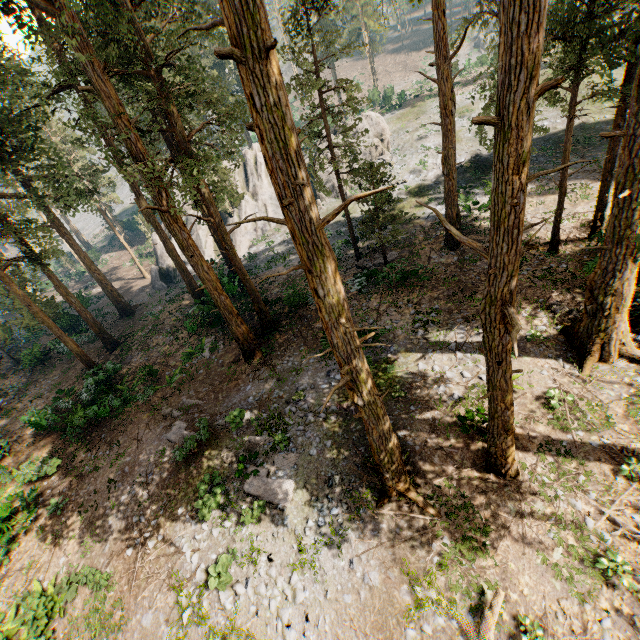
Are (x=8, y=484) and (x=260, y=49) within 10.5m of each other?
no

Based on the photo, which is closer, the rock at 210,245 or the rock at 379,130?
the rock at 210,245

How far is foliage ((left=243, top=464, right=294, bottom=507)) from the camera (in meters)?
11.65

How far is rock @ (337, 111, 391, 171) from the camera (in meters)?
37.81

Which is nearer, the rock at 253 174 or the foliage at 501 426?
the foliage at 501 426

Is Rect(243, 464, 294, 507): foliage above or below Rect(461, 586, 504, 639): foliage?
above

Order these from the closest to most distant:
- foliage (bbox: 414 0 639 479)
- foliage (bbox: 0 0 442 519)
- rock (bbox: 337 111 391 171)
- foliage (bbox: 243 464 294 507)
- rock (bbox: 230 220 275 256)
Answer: foliage (bbox: 414 0 639 479) → foliage (bbox: 0 0 442 519) → foliage (bbox: 243 464 294 507) → rock (bbox: 230 220 275 256) → rock (bbox: 337 111 391 171)

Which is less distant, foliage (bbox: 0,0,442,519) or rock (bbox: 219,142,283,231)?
foliage (bbox: 0,0,442,519)
